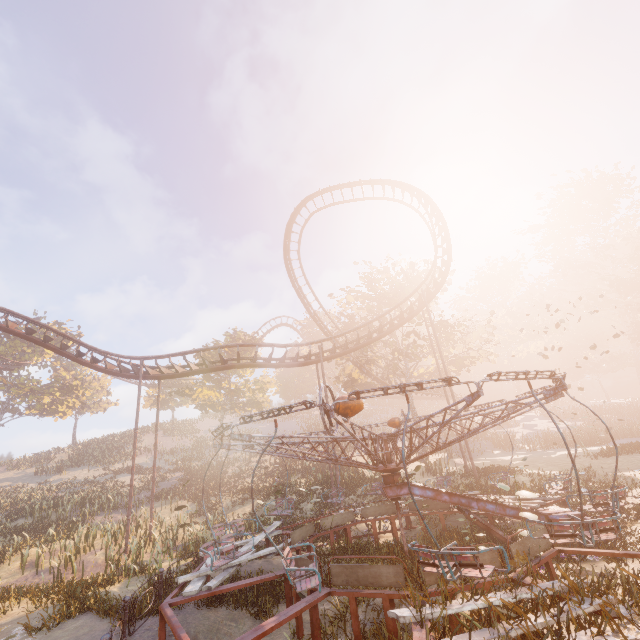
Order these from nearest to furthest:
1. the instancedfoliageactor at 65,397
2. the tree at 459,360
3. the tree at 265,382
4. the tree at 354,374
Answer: the tree at 459,360
the tree at 354,374
the tree at 265,382
the instancedfoliageactor at 65,397

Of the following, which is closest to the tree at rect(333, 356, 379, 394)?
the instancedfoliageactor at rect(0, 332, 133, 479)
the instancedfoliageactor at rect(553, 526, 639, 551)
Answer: the instancedfoliageactor at rect(553, 526, 639, 551)

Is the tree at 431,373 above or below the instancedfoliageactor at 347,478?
above

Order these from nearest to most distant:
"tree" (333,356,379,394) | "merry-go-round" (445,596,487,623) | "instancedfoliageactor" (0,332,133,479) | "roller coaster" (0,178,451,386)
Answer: "merry-go-round" (445,596,487,623), "roller coaster" (0,178,451,386), "tree" (333,356,379,394), "instancedfoliageactor" (0,332,133,479)

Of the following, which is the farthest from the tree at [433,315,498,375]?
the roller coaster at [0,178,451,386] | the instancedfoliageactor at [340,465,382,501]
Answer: the instancedfoliageactor at [340,465,382,501]

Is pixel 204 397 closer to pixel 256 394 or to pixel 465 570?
pixel 256 394

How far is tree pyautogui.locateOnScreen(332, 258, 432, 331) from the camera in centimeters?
3075cm
